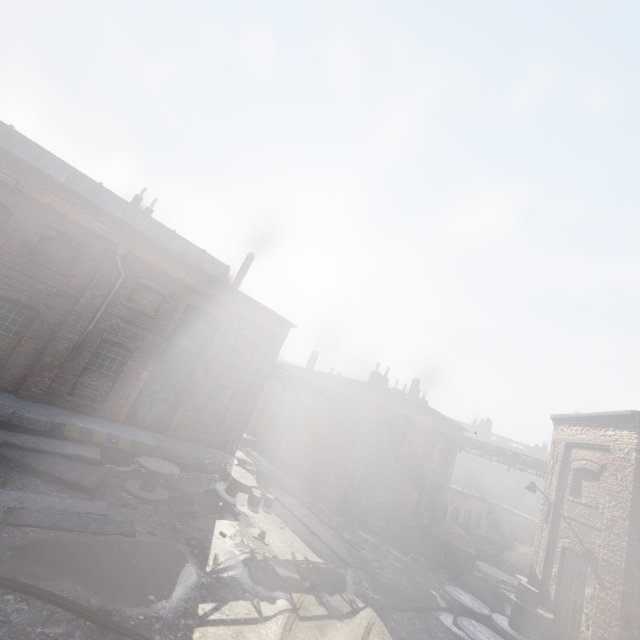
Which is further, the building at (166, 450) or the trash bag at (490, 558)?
the trash bag at (490, 558)

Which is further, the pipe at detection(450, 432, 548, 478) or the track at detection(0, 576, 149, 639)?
the pipe at detection(450, 432, 548, 478)

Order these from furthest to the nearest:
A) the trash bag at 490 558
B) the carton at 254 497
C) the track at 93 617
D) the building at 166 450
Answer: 1. the trash bag at 490 558
2. the carton at 254 497
3. the building at 166 450
4. the track at 93 617

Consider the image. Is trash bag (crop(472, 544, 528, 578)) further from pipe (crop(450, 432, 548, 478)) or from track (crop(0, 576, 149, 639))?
track (crop(0, 576, 149, 639))

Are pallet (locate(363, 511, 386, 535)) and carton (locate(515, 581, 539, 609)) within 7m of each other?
no

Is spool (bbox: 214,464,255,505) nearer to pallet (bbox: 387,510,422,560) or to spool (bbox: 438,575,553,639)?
pallet (bbox: 387,510,422,560)

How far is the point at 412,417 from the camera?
21.0m

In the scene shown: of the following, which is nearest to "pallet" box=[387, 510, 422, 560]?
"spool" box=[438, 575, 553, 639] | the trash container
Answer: the trash container
